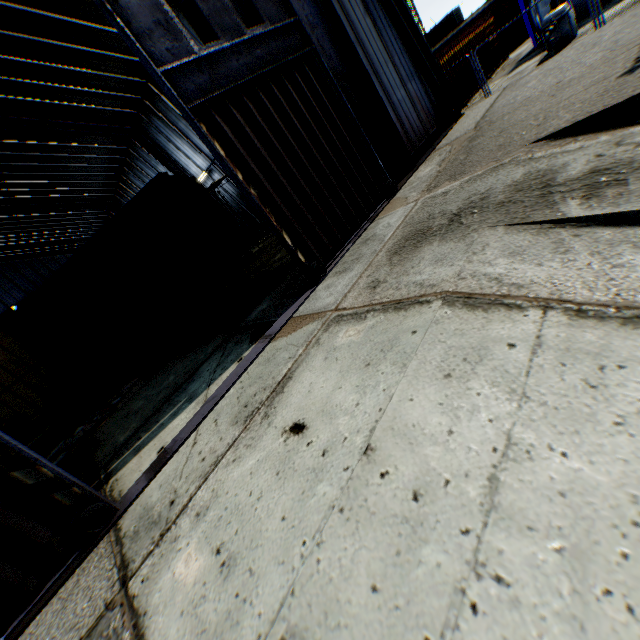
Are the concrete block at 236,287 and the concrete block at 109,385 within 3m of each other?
no

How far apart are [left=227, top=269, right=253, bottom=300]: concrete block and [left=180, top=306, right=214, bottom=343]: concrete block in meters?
1.2 m

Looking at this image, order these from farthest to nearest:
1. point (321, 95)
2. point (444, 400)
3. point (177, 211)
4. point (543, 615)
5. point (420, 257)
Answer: point (177, 211), point (321, 95), point (420, 257), point (444, 400), point (543, 615)

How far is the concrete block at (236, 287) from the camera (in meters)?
11.74

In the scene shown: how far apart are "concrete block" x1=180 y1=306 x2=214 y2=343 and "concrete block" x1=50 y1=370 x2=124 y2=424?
4.9m

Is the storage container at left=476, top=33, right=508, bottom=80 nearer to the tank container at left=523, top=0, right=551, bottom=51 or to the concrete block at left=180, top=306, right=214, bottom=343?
the tank container at left=523, top=0, right=551, bottom=51

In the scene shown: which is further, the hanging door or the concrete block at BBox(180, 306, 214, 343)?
the concrete block at BBox(180, 306, 214, 343)

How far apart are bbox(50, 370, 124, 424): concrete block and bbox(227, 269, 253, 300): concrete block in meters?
6.6 m
